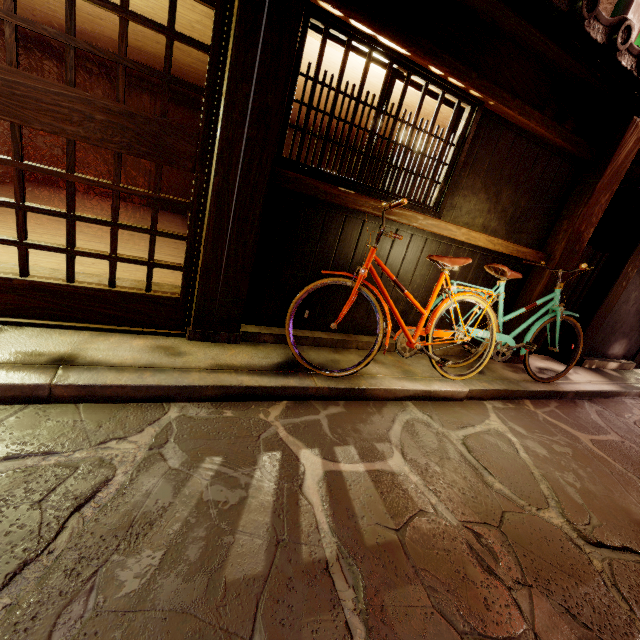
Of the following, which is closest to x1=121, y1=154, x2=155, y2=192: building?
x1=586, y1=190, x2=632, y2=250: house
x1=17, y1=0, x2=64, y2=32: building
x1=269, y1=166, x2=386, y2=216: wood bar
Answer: x1=17, y1=0, x2=64, y2=32: building

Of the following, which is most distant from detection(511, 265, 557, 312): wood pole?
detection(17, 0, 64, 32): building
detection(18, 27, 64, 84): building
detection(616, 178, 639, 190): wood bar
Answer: detection(18, 27, 64, 84): building

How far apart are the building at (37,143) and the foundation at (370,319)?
14.0m

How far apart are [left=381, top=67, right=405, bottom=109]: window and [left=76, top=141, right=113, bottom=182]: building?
13.8m

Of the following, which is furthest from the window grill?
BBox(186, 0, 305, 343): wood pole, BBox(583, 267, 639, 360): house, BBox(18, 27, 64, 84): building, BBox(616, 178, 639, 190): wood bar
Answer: BBox(18, 27, 64, 84): building

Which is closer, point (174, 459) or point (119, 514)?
point (119, 514)

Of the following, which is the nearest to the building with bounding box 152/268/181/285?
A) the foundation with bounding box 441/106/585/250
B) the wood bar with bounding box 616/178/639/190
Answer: the foundation with bounding box 441/106/585/250

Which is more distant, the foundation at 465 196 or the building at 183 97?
the building at 183 97
